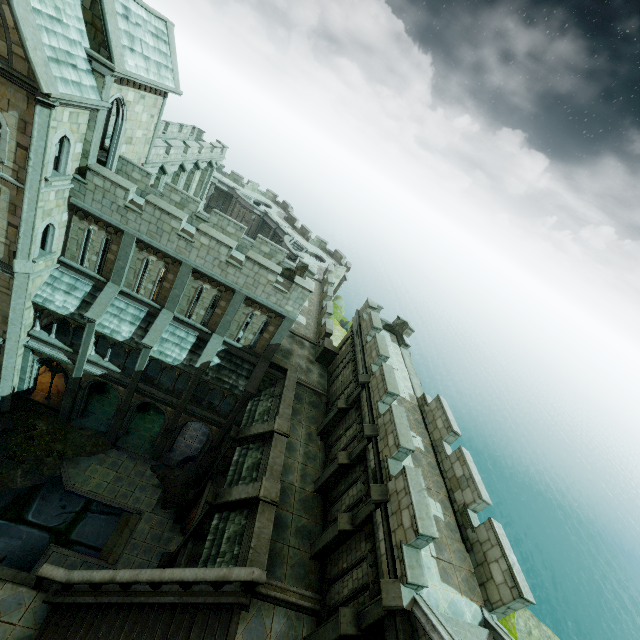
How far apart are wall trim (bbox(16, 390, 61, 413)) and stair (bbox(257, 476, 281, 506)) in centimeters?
1652cm

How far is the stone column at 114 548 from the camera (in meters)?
17.84

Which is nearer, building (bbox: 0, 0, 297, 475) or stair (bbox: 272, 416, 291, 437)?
building (bbox: 0, 0, 297, 475)

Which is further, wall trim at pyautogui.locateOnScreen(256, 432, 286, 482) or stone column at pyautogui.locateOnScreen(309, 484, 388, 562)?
wall trim at pyautogui.locateOnScreen(256, 432, 286, 482)

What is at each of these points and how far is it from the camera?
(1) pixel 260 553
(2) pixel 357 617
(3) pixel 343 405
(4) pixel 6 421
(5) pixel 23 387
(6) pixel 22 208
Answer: (1) wall trim, 11.5 meters
(2) stone column, 9.6 meters
(3) stone column, 17.5 meters
(4) plant, 19.2 meters
(5) stone column, 20.6 meters
(6) building, 14.0 meters

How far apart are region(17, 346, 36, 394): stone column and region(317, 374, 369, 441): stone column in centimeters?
1761cm

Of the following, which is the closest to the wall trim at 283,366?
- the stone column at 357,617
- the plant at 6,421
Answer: the stone column at 357,617

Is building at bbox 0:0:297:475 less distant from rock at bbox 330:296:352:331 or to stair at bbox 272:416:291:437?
stair at bbox 272:416:291:437
